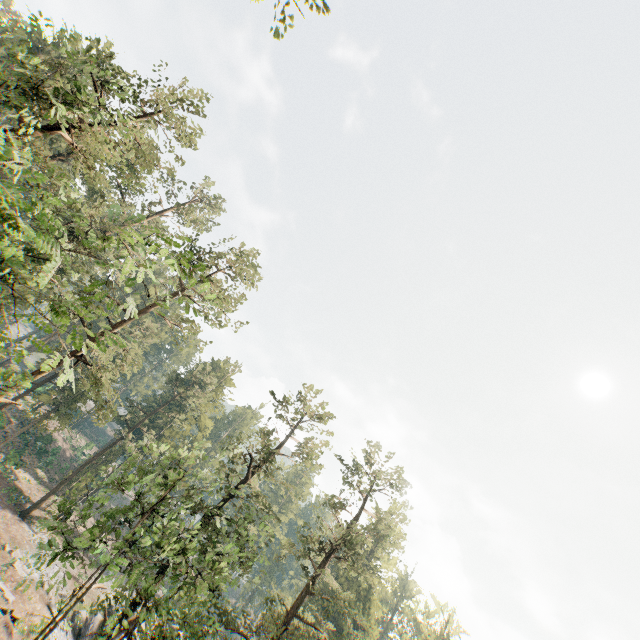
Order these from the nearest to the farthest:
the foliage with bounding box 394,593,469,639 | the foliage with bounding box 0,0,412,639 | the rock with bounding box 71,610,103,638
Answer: the foliage with bounding box 0,0,412,639
the rock with bounding box 71,610,103,638
the foliage with bounding box 394,593,469,639

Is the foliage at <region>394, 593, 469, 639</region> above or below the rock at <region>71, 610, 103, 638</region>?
above

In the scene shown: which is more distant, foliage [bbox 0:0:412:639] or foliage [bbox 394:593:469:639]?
foliage [bbox 394:593:469:639]

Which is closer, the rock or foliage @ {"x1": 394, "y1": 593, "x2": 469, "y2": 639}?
the rock

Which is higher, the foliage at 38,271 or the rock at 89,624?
the foliage at 38,271

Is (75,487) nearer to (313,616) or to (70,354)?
(70,354)

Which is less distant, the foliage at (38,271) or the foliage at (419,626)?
the foliage at (38,271)
